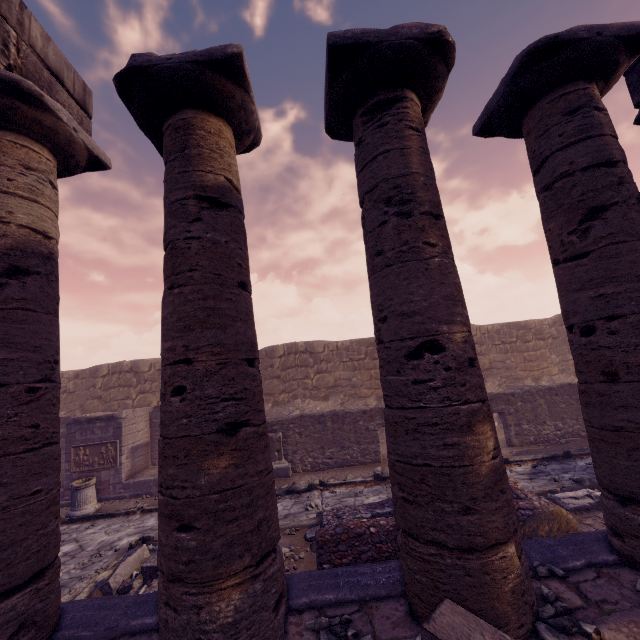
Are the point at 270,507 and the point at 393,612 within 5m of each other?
yes

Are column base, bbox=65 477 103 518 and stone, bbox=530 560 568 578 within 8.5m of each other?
no

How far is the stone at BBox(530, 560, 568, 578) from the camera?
3.08m

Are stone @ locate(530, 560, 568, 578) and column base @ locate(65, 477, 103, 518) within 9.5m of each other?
no

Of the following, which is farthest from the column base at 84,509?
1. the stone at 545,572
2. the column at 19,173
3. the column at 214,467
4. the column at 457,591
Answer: the stone at 545,572

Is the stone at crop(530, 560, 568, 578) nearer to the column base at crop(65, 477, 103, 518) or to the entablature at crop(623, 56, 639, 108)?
the entablature at crop(623, 56, 639, 108)

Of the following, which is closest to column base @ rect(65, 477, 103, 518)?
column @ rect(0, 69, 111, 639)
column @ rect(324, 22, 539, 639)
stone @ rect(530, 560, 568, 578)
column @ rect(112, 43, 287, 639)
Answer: column @ rect(0, 69, 111, 639)

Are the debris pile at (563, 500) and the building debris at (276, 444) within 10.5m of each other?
yes
